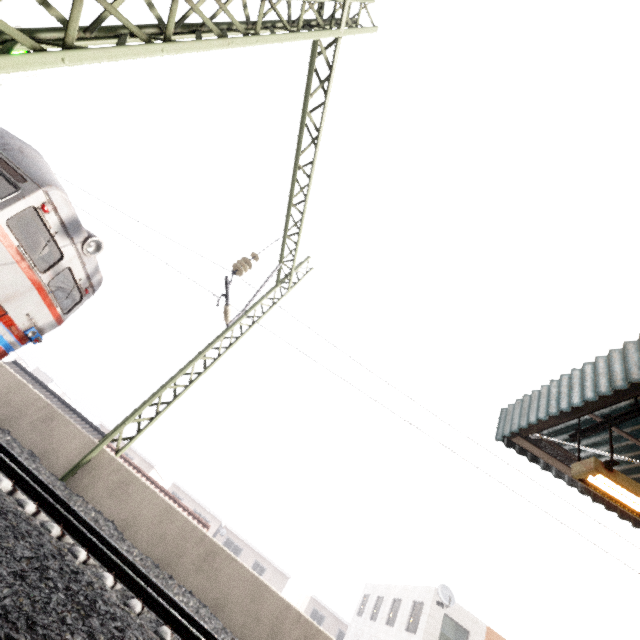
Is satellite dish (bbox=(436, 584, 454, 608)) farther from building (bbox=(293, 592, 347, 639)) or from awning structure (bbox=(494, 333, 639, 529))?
building (bbox=(293, 592, 347, 639))

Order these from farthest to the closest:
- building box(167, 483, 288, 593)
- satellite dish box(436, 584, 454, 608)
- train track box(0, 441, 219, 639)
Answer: building box(167, 483, 288, 593)
satellite dish box(436, 584, 454, 608)
train track box(0, 441, 219, 639)

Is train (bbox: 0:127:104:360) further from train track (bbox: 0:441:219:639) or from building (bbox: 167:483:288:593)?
building (bbox: 167:483:288:593)

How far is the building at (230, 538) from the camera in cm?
3606

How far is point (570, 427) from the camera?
6.02m

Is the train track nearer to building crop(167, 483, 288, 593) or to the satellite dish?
the satellite dish

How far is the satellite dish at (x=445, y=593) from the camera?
16.5m

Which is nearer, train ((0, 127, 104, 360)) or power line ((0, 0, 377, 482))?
power line ((0, 0, 377, 482))
